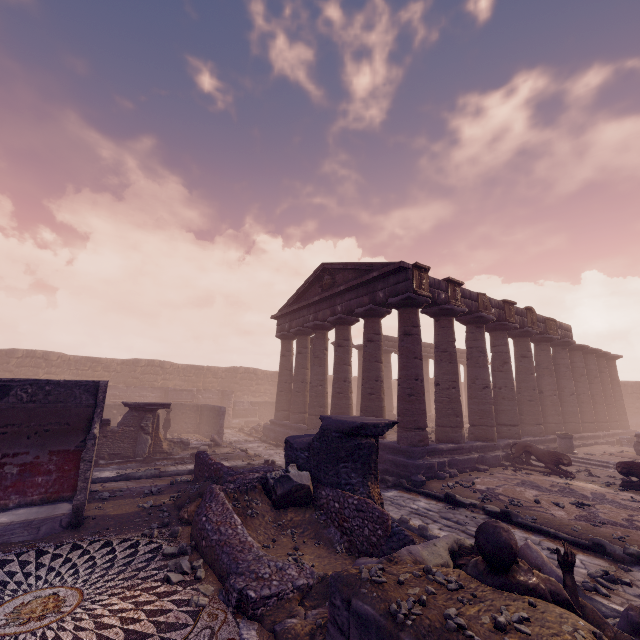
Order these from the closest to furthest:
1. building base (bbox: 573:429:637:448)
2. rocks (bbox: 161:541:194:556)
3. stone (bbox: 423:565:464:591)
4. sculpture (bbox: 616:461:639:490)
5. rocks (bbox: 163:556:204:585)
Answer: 1. stone (bbox: 423:565:464:591)
2. rocks (bbox: 163:556:204:585)
3. rocks (bbox: 161:541:194:556)
4. sculpture (bbox: 616:461:639:490)
5. building base (bbox: 573:429:637:448)

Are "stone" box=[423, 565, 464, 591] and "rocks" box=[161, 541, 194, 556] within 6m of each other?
yes

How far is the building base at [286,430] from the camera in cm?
1664

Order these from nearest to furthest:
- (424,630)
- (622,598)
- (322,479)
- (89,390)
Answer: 1. (424,630)
2. (622,598)
3. (322,479)
4. (89,390)

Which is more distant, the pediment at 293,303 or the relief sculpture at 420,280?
the pediment at 293,303

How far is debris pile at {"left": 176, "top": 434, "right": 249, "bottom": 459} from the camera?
13.9 meters

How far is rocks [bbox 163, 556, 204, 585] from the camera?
4.6 meters

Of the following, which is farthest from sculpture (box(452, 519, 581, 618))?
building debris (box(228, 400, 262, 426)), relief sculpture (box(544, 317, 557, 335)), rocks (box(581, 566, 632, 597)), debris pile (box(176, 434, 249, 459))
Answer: building debris (box(228, 400, 262, 426))
